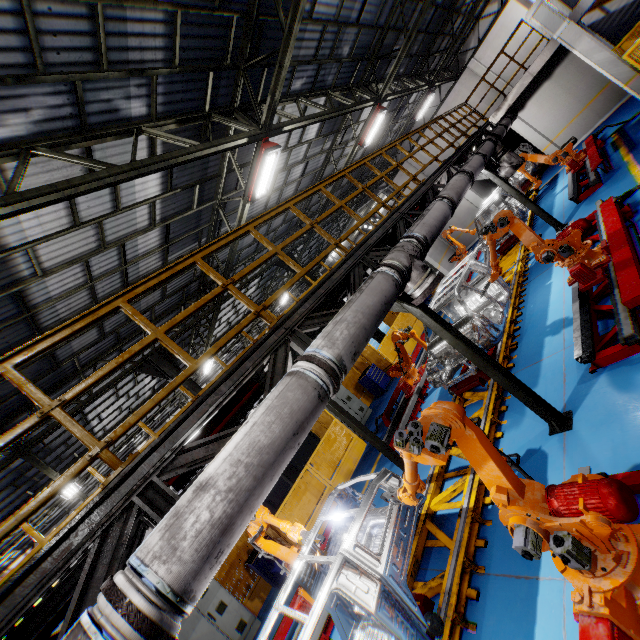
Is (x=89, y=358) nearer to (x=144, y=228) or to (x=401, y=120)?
(x=144, y=228)

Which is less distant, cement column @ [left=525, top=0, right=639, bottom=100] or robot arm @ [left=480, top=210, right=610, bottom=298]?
robot arm @ [left=480, top=210, right=610, bottom=298]

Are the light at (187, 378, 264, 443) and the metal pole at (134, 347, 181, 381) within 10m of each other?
yes

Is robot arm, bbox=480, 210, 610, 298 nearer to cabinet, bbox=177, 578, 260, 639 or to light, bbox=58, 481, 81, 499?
cabinet, bbox=177, 578, 260, 639

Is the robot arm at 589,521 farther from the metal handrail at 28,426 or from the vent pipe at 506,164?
the metal handrail at 28,426

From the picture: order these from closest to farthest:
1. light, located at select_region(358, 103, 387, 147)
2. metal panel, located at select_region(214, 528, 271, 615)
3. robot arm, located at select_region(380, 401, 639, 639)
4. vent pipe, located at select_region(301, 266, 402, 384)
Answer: robot arm, located at select_region(380, 401, 639, 639) → vent pipe, located at select_region(301, 266, 402, 384) → metal panel, located at select_region(214, 528, 271, 615) → light, located at select_region(358, 103, 387, 147)

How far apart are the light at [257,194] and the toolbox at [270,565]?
9.8m

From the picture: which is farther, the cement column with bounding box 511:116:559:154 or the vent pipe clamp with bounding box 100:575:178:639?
the cement column with bounding box 511:116:559:154
